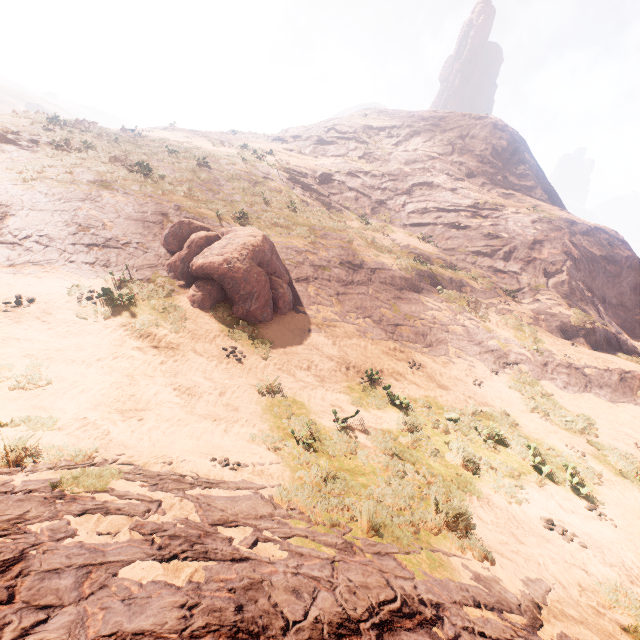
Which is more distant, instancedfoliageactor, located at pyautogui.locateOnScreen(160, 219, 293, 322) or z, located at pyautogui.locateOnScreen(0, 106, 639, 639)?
instancedfoliageactor, located at pyautogui.locateOnScreen(160, 219, 293, 322)

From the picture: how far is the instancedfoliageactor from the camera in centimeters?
1127cm

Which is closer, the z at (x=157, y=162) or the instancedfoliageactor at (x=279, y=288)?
the z at (x=157, y=162)

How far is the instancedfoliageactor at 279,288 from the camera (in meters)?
11.27

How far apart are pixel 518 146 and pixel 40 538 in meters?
49.3
